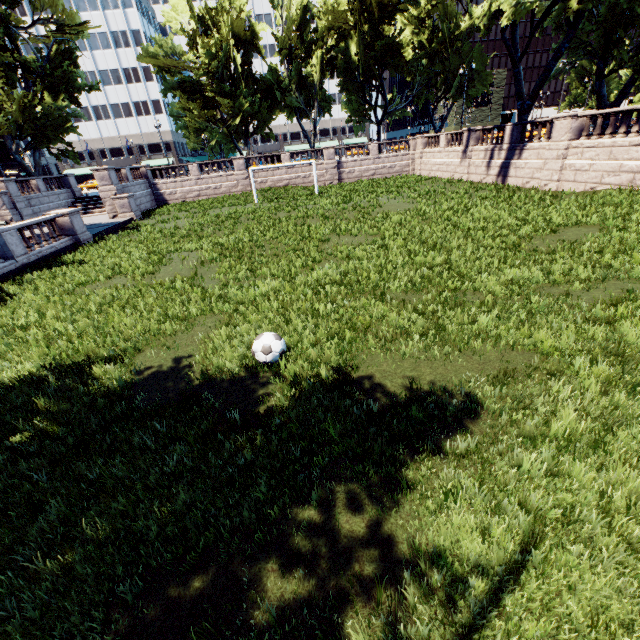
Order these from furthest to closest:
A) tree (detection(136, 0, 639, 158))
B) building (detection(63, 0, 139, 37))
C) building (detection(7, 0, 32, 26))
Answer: building (detection(63, 0, 139, 37)), building (detection(7, 0, 32, 26)), tree (detection(136, 0, 639, 158))

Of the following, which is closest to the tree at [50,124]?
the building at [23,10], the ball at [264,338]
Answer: the building at [23,10]

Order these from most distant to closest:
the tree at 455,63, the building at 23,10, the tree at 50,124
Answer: the building at 23,10
the tree at 50,124
the tree at 455,63

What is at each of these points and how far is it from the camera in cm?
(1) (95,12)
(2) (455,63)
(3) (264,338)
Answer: (1) building, 5856
(2) tree, 3934
(3) ball, 627

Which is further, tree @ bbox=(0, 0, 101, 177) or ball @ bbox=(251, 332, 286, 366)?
tree @ bbox=(0, 0, 101, 177)

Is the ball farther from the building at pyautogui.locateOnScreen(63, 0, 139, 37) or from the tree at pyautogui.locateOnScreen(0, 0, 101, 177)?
the building at pyautogui.locateOnScreen(63, 0, 139, 37)

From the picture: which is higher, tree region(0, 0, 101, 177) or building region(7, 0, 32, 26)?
building region(7, 0, 32, 26)

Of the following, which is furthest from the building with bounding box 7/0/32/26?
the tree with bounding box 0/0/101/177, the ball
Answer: the ball
